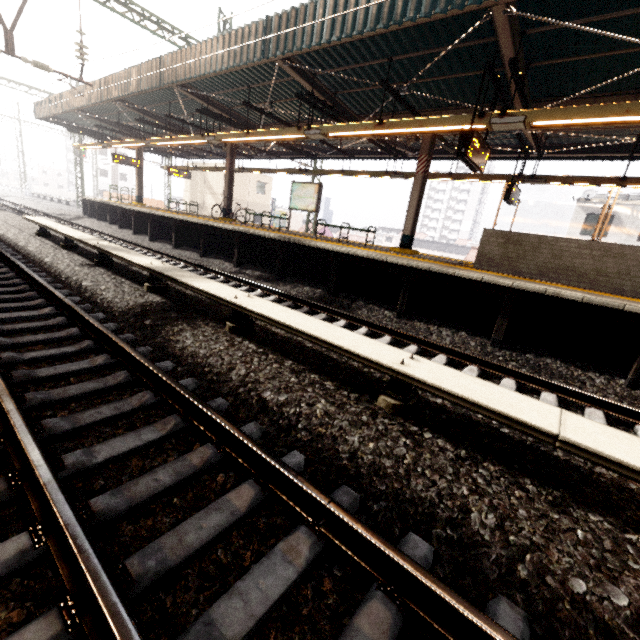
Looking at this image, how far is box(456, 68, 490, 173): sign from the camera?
6.1m

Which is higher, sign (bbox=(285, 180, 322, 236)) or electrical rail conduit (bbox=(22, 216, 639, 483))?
sign (bbox=(285, 180, 322, 236))

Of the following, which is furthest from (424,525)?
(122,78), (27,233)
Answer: (122,78)

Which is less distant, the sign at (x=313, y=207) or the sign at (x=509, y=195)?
the sign at (x=509, y=195)

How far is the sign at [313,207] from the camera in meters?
12.7 m

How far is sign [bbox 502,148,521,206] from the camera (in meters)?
10.16

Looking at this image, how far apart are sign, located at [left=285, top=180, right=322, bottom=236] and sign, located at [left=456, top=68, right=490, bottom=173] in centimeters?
641cm

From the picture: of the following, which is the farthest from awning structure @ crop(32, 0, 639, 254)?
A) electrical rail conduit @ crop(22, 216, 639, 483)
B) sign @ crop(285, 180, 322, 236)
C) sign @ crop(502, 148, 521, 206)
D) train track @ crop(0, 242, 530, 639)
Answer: train track @ crop(0, 242, 530, 639)
